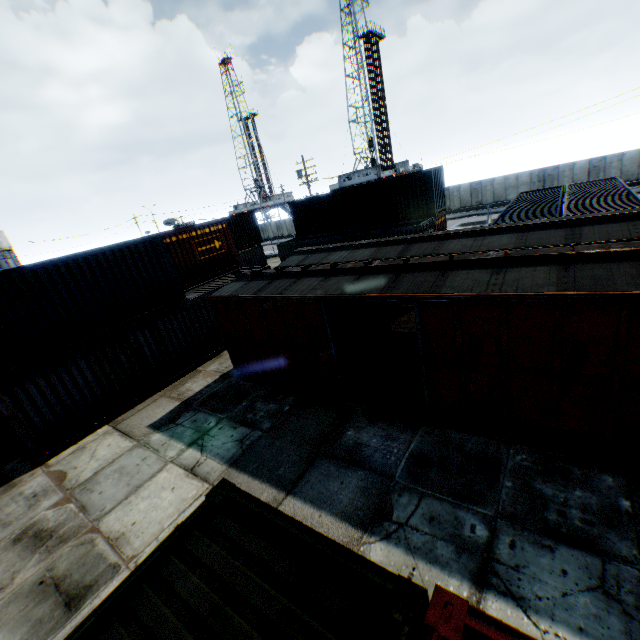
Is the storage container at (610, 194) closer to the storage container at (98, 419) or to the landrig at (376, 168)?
the storage container at (98, 419)

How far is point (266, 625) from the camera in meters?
2.6 m

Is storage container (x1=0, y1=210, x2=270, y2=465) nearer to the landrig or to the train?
the train

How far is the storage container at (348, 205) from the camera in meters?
21.0

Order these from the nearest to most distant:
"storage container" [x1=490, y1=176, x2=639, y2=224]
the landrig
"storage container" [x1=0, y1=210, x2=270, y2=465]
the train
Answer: the train, "storage container" [x1=0, y1=210, x2=270, y2=465], "storage container" [x1=490, y1=176, x2=639, y2=224], the landrig

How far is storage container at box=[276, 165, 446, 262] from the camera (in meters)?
20.97

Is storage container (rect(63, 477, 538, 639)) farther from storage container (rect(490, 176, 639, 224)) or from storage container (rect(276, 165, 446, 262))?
storage container (rect(276, 165, 446, 262))

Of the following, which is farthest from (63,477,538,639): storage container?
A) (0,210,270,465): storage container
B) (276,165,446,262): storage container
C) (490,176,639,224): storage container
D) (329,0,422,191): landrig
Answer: (329,0,422,191): landrig
